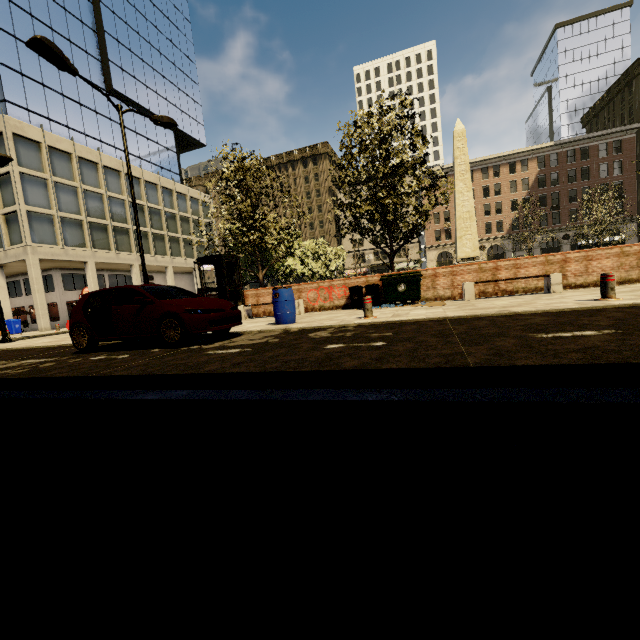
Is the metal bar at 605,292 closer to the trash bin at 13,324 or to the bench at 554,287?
the bench at 554,287

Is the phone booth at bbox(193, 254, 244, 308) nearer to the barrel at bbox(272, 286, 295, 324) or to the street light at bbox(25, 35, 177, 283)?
the street light at bbox(25, 35, 177, 283)

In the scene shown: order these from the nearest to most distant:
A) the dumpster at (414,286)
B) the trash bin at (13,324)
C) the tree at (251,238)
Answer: the dumpster at (414,286) → the tree at (251,238) → the trash bin at (13,324)

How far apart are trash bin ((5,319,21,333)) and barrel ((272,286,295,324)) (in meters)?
30.95

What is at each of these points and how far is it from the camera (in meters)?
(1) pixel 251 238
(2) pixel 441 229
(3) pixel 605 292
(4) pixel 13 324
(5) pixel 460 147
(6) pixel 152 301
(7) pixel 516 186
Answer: (1) tree, 14.59
(2) building, 56.28
(3) metal bar, 6.57
(4) trash bin, 27.52
(5) obelisk, 23.16
(6) car, 6.75
(7) building, 52.16

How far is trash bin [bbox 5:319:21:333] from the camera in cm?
2747

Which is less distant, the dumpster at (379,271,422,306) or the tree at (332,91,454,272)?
the dumpster at (379,271,422,306)

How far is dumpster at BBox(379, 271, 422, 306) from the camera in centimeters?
1107cm
